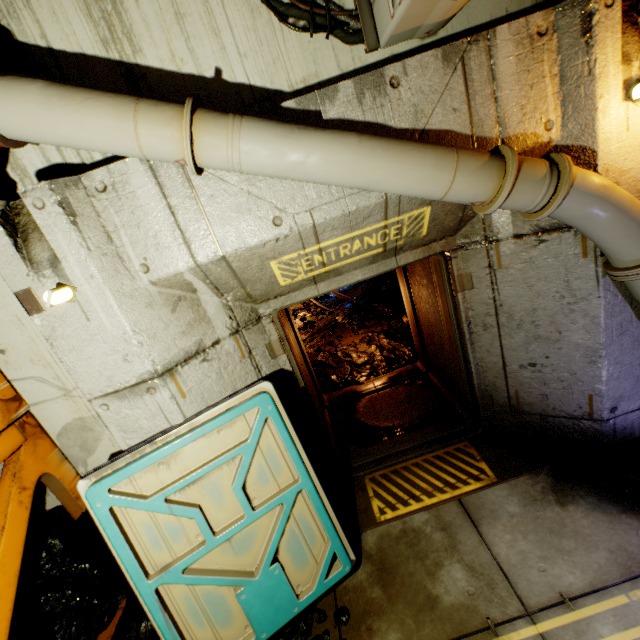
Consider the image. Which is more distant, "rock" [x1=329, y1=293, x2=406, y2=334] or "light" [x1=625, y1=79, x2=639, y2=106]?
"rock" [x1=329, y1=293, x2=406, y2=334]

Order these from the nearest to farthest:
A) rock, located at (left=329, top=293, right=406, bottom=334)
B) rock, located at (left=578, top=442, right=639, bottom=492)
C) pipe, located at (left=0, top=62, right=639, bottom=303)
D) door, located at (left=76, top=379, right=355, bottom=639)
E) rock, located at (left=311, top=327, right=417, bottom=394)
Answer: pipe, located at (left=0, top=62, right=639, bottom=303)
door, located at (left=76, top=379, right=355, bottom=639)
rock, located at (left=578, top=442, right=639, bottom=492)
rock, located at (left=311, top=327, right=417, bottom=394)
rock, located at (left=329, top=293, right=406, bottom=334)

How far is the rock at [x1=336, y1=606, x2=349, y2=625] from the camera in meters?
2.8

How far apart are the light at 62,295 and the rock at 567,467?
4.7m

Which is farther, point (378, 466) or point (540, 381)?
point (378, 466)

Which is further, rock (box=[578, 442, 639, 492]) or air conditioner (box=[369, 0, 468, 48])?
rock (box=[578, 442, 639, 492])

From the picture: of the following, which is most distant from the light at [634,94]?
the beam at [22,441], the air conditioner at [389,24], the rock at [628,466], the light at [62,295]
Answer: the beam at [22,441]

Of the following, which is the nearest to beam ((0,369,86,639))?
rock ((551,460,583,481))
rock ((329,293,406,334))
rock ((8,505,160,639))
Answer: rock ((8,505,160,639))
